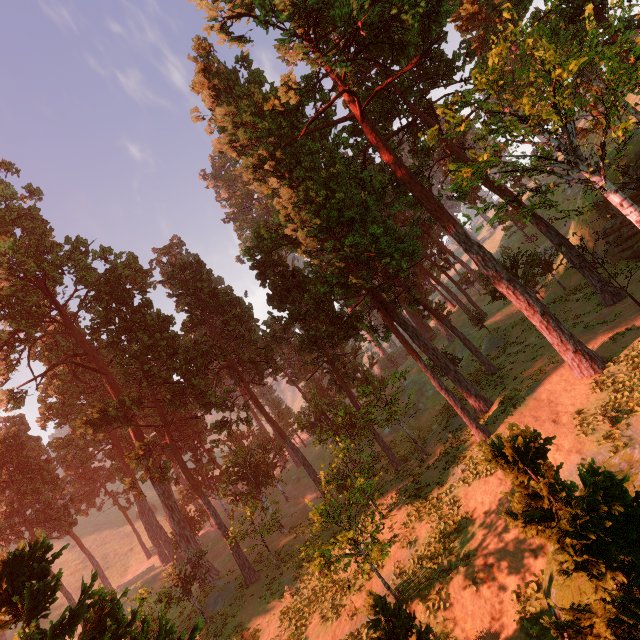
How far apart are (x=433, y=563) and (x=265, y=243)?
26.79m

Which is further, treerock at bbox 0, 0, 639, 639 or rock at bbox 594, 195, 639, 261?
rock at bbox 594, 195, 639, 261

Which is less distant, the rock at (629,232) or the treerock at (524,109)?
the treerock at (524,109)
